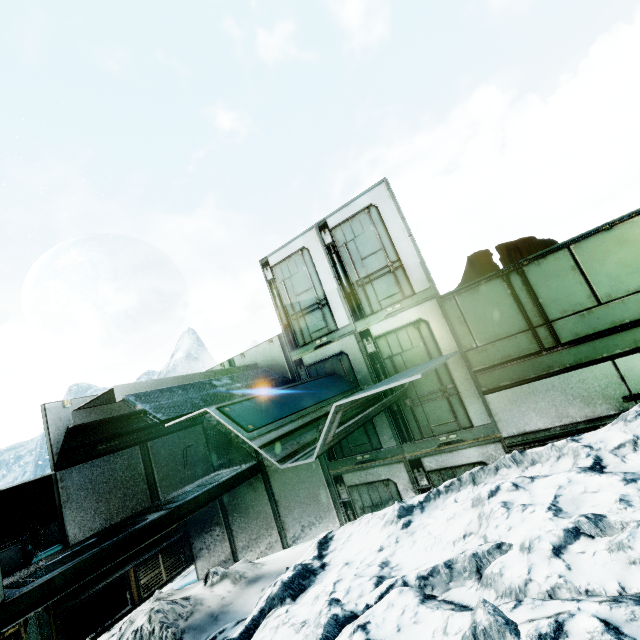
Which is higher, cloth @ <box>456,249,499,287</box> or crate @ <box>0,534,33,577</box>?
cloth @ <box>456,249,499,287</box>

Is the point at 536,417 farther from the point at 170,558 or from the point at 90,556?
the point at 170,558

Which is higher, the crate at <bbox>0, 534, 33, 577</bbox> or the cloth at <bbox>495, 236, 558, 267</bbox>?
the cloth at <bbox>495, 236, 558, 267</bbox>

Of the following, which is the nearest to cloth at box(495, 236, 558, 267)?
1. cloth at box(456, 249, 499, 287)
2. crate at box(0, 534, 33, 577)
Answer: cloth at box(456, 249, 499, 287)

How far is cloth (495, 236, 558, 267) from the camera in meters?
5.4

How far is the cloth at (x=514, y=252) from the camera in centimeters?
538cm

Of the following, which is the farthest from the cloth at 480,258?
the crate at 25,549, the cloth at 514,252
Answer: the crate at 25,549

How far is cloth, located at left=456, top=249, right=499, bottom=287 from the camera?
5.77m
